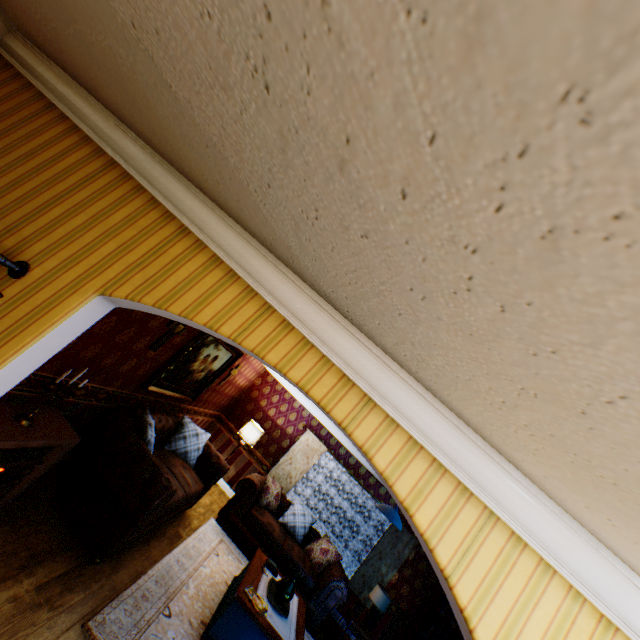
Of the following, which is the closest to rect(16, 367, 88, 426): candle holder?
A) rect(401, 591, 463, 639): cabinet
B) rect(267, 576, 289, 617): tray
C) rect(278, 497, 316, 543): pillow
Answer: rect(267, 576, 289, 617): tray

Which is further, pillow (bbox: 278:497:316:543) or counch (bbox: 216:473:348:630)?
pillow (bbox: 278:497:316:543)

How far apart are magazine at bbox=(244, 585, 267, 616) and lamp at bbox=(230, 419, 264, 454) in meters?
3.7

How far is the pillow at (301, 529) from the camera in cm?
736

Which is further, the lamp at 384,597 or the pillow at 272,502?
the pillow at 272,502

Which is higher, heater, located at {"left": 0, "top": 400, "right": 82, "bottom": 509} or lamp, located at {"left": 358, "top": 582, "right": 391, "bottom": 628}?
lamp, located at {"left": 358, "top": 582, "right": 391, "bottom": 628}

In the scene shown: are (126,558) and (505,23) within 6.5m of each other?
yes

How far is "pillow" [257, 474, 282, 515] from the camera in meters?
7.4 m
